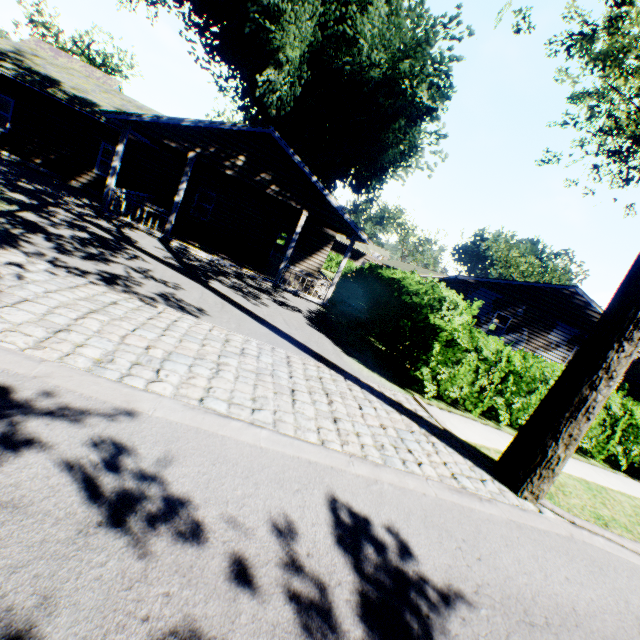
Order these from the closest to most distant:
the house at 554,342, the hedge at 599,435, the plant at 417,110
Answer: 1. the hedge at 599,435
2. the plant at 417,110
3. the house at 554,342

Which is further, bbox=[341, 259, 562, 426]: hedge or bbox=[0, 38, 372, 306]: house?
bbox=[0, 38, 372, 306]: house

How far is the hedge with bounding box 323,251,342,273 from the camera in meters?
40.5 m

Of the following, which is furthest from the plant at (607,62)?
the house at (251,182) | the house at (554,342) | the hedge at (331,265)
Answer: the house at (554,342)

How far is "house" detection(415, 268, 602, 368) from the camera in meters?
19.7 m

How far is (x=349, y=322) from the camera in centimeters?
1455cm

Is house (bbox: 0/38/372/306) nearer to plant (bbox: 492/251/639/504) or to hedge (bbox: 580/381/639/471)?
plant (bbox: 492/251/639/504)

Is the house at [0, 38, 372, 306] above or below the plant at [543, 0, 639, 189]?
below
